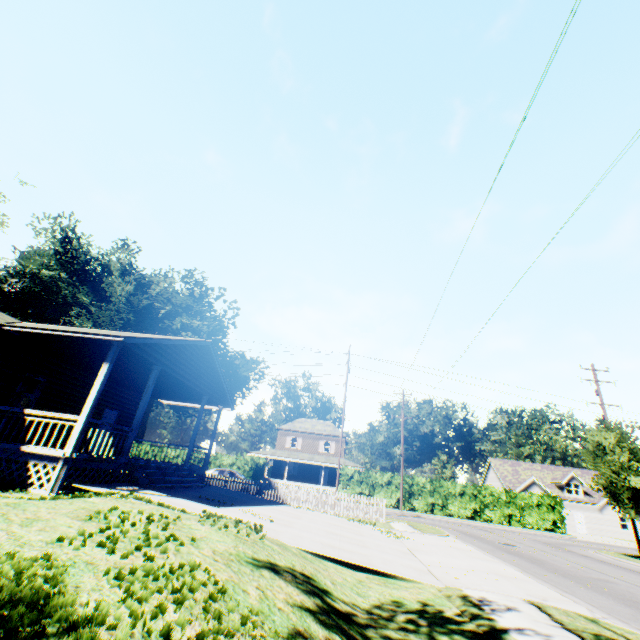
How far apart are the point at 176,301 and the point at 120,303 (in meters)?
8.96

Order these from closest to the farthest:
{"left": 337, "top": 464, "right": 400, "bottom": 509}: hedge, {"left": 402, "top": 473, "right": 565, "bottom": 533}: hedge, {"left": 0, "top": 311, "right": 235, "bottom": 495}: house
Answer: {"left": 0, "top": 311, "right": 235, "bottom": 495}: house, {"left": 402, "top": 473, "right": 565, "bottom": 533}: hedge, {"left": 337, "top": 464, "right": 400, "bottom": 509}: hedge

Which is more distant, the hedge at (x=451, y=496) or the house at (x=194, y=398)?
the hedge at (x=451, y=496)

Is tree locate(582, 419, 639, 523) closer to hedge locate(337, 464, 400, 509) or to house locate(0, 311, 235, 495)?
hedge locate(337, 464, 400, 509)

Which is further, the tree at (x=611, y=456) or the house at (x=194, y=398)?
the tree at (x=611, y=456)

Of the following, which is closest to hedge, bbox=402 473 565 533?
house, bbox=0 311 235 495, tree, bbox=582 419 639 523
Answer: tree, bbox=582 419 639 523
